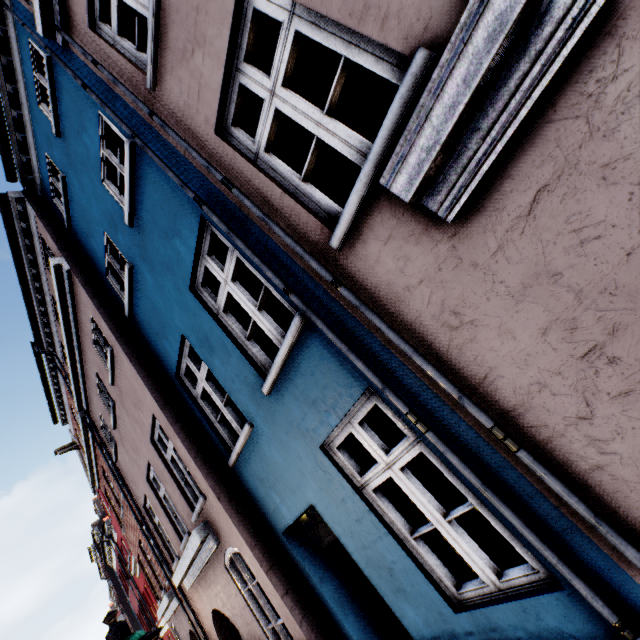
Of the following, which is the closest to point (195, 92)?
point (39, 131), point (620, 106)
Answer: point (620, 106)

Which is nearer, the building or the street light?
the building

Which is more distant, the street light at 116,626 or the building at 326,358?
the street light at 116,626
